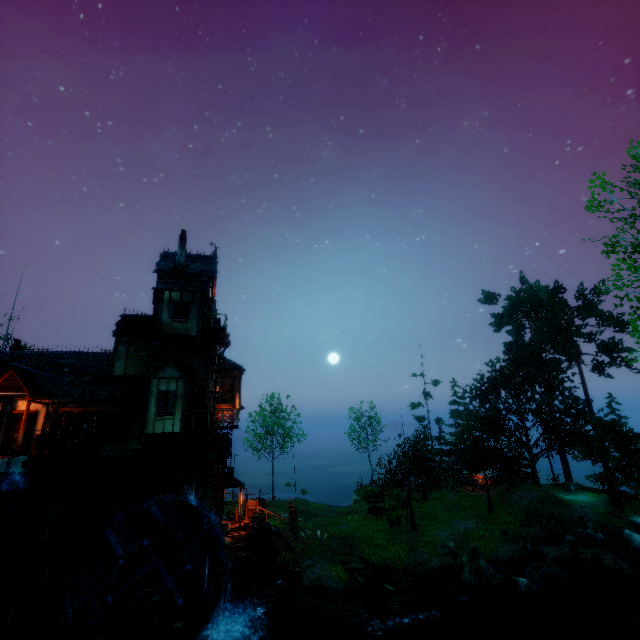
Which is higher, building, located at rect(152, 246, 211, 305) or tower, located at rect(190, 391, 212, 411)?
building, located at rect(152, 246, 211, 305)

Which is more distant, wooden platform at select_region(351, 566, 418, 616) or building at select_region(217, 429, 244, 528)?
building at select_region(217, 429, 244, 528)

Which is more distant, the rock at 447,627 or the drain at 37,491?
the rock at 447,627

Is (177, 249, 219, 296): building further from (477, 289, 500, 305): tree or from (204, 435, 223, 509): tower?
(477, 289, 500, 305): tree

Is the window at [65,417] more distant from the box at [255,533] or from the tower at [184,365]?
the box at [255,533]

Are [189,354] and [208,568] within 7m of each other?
no

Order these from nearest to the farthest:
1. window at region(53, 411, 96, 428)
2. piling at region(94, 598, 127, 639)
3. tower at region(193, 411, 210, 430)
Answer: piling at region(94, 598, 127, 639) → window at region(53, 411, 96, 428) → tower at region(193, 411, 210, 430)

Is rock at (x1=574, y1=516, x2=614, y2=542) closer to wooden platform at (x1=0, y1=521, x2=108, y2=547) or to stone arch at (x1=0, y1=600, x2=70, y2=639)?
stone arch at (x1=0, y1=600, x2=70, y2=639)
